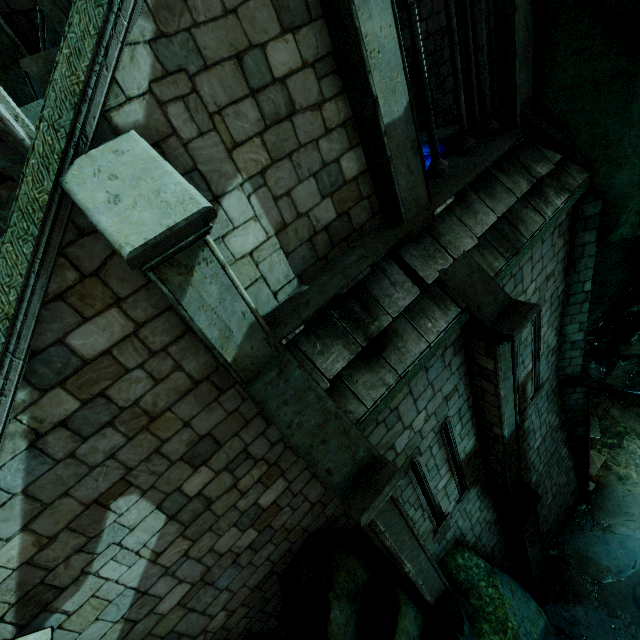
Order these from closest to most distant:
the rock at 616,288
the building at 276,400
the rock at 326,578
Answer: the building at 276,400 → the rock at 616,288 → the rock at 326,578

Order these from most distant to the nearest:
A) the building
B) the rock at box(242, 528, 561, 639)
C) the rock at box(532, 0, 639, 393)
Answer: the rock at box(242, 528, 561, 639), the rock at box(532, 0, 639, 393), the building

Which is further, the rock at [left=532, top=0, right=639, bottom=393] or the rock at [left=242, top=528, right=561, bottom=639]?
the rock at [left=242, top=528, right=561, bottom=639]

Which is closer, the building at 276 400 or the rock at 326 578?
the building at 276 400

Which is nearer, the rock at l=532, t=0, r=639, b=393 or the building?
the building

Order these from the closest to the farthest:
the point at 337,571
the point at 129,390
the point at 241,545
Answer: the point at 129,390
the point at 241,545
the point at 337,571
